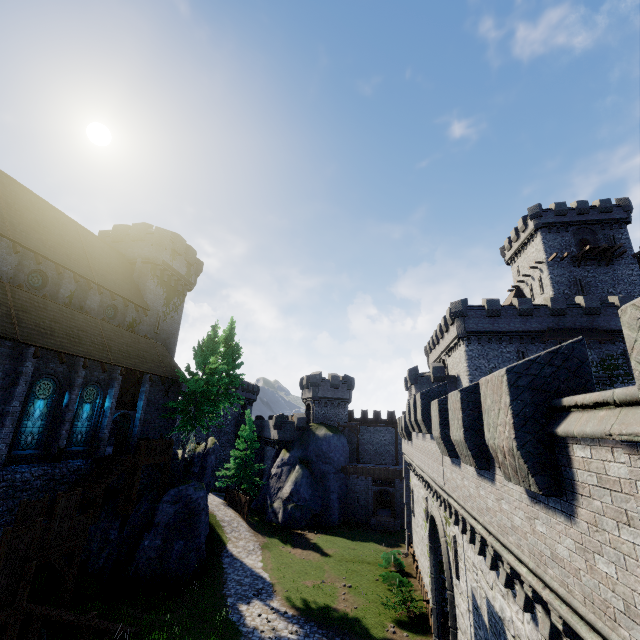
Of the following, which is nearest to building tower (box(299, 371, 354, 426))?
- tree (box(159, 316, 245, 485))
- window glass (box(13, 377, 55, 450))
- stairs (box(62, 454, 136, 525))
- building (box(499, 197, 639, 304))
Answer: tree (box(159, 316, 245, 485))

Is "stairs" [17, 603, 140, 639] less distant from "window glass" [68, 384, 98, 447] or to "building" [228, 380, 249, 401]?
"window glass" [68, 384, 98, 447]

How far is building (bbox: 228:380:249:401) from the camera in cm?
5496

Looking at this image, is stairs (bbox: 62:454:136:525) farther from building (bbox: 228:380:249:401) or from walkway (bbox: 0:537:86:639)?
building (bbox: 228:380:249:401)

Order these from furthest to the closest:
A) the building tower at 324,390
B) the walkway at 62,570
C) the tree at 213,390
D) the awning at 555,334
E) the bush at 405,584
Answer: the building tower at 324,390 → the awning at 555,334 → the tree at 213,390 → the bush at 405,584 → the walkway at 62,570

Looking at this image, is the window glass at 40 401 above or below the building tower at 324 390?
below

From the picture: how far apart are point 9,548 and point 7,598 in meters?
1.4 m

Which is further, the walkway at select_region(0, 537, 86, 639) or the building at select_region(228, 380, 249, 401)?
the building at select_region(228, 380, 249, 401)
